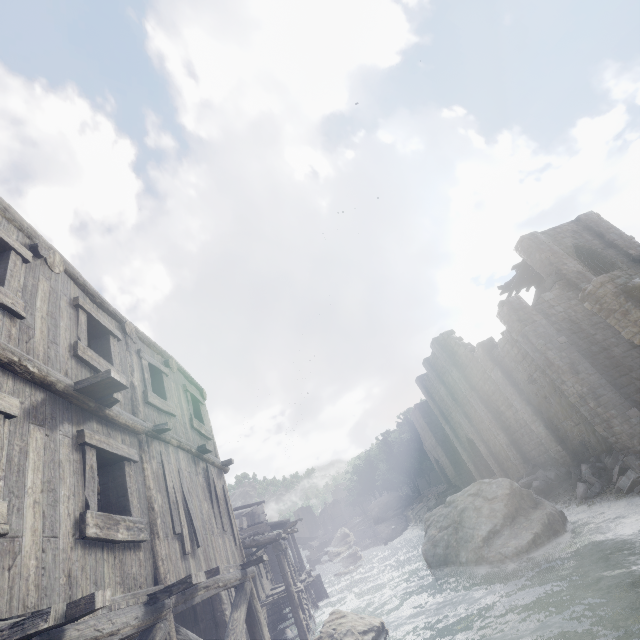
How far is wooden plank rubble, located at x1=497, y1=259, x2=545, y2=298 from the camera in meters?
23.3 m

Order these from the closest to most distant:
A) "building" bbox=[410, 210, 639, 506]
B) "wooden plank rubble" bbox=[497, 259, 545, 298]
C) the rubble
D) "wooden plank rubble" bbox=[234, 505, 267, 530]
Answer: the rubble
"building" bbox=[410, 210, 639, 506]
"wooden plank rubble" bbox=[497, 259, 545, 298]
"wooden plank rubble" bbox=[234, 505, 267, 530]

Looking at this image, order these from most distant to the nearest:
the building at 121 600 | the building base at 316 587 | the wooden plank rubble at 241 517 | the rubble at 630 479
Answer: the wooden plank rubble at 241 517
the building base at 316 587
the rubble at 630 479
the building at 121 600

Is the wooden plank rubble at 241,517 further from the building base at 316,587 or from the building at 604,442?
the building base at 316,587

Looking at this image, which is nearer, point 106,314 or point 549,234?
point 106,314

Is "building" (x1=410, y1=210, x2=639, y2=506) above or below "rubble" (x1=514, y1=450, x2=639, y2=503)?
above

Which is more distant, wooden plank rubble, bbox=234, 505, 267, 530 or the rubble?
wooden plank rubble, bbox=234, 505, 267, 530

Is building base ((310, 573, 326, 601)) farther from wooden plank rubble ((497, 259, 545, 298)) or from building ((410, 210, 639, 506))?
wooden plank rubble ((497, 259, 545, 298))
